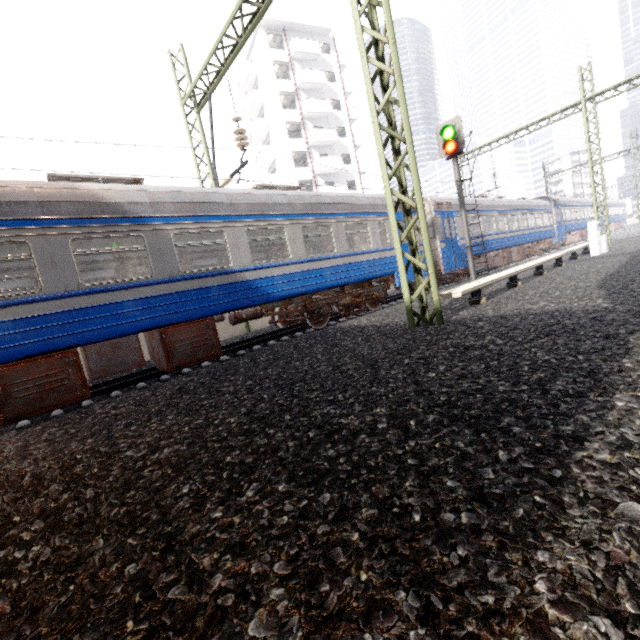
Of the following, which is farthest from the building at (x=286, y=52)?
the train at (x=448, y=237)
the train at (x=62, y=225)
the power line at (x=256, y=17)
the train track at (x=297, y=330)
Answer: the train track at (x=297, y=330)

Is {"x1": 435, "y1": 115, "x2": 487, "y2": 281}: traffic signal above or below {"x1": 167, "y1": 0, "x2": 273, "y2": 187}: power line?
below

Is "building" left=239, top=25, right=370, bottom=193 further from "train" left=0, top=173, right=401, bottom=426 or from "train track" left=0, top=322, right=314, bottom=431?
"train track" left=0, top=322, right=314, bottom=431

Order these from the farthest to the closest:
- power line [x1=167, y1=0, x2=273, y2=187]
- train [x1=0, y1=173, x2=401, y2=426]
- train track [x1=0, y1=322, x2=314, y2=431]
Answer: power line [x1=167, y1=0, x2=273, y2=187], train track [x1=0, y1=322, x2=314, y2=431], train [x1=0, y1=173, x2=401, y2=426]

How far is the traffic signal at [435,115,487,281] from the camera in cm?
1118

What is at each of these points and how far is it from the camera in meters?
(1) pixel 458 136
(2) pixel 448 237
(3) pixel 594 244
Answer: (1) traffic signal, 11.2
(2) train, 15.2
(3) electrical box, 13.7

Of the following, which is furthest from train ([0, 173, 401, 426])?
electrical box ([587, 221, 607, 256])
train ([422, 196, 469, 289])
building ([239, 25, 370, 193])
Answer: building ([239, 25, 370, 193])

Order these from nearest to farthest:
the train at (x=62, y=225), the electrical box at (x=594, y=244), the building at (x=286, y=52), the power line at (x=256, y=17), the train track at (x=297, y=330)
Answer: the train at (x=62, y=225)
the train track at (x=297, y=330)
the power line at (x=256, y=17)
the electrical box at (x=594, y=244)
the building at (x=286, y=52)
